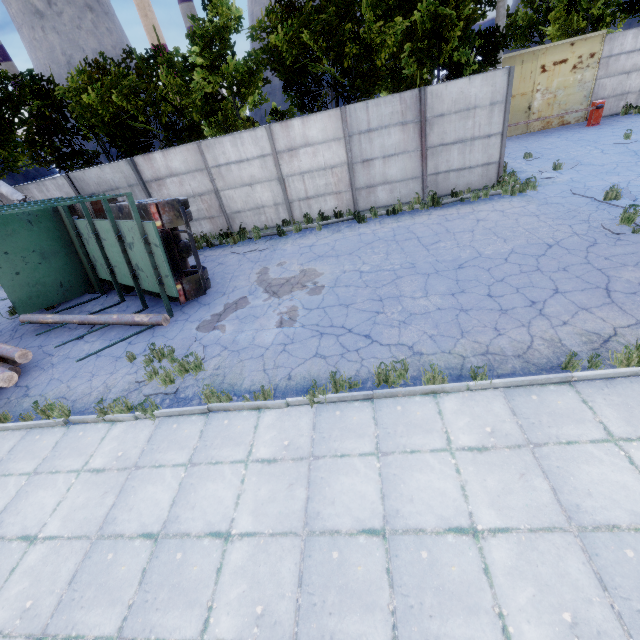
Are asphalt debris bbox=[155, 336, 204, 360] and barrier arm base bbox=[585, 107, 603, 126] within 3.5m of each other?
no

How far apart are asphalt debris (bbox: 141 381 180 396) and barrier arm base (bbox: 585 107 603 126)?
22.11m

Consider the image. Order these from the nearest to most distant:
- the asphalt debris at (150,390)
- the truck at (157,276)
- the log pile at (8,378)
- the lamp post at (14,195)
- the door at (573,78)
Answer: the asphalt debris at (150,390), the log pile at (8,378), the truck at (157,276), the lamp post at (14,195), the door at (573,78)

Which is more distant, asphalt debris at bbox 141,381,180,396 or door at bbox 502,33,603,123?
door at bbox 502,33,603,123

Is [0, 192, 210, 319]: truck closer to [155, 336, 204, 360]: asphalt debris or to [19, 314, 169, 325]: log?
[19, 314, 169, 325]: log

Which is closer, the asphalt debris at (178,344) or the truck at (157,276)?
the asphalt debris at (178,344)

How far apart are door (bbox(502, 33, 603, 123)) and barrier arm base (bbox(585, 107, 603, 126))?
1.26m

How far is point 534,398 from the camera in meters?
4.8 m
